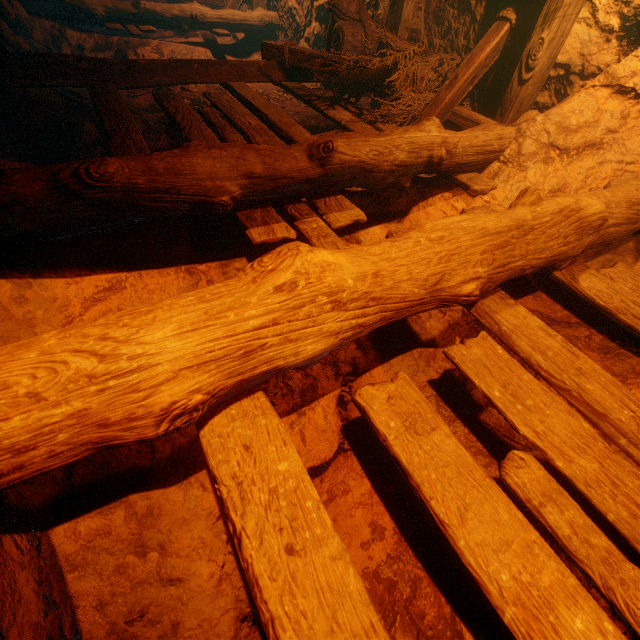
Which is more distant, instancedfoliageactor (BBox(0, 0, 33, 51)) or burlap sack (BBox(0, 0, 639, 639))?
instancedfoliageactor (BBox(0, 0, 33, 51))

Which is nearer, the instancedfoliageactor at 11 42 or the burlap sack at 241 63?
the burlap sack at 241 63

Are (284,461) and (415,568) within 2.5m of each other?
yes
